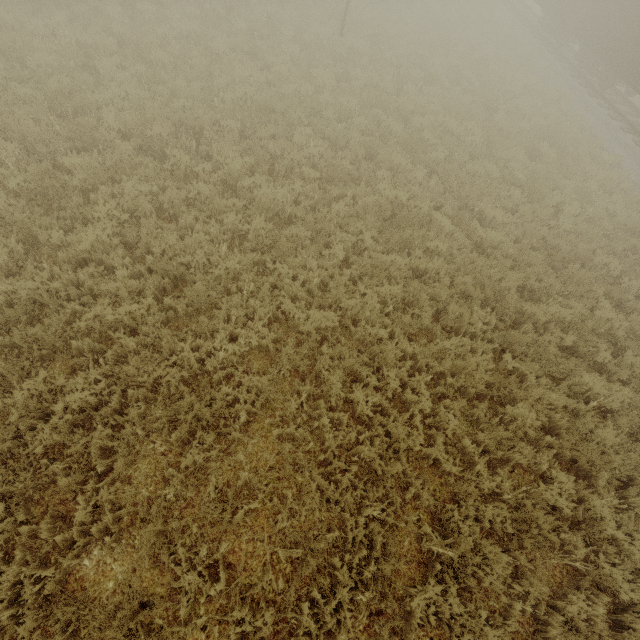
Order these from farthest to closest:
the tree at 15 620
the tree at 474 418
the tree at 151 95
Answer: the tree at 474 418, the tree at 151 95, the tree at 15 620

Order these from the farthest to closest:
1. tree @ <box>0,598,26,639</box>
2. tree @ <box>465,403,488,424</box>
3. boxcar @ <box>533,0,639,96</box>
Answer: boxcar @ <box>533,0,639,96</box> → tree @ <box>465,403,488,424</box> → tree @ <box>0,598,26,639</box>

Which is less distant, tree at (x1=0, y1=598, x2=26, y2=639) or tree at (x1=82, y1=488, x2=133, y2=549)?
tree at (x1=0, y1=598, x2=26, y2=639)

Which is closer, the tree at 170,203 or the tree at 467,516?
the tree at 467,516

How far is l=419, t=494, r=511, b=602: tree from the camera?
3.89m

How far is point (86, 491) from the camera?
3.7m

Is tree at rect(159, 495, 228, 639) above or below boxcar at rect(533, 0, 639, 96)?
below
